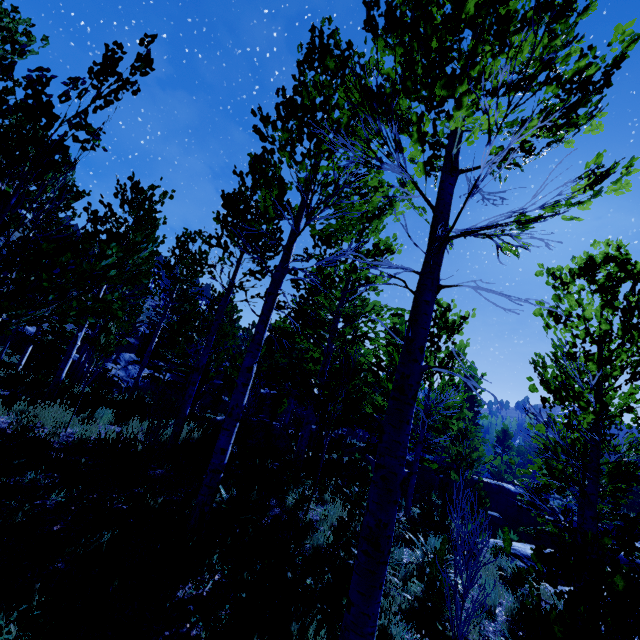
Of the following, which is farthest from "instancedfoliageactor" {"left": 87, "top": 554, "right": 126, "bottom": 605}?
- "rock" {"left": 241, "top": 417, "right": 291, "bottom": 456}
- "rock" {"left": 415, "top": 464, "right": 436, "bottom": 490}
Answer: "rock" {"left": 415, "top": 464, "right": 436, "bottom": 490}

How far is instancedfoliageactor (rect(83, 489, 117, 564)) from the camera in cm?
395

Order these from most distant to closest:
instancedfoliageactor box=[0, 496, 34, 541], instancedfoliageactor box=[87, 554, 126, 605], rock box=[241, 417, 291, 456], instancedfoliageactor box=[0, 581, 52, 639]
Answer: rock box=[241, 417, 291, 456], instancedfoliageactor box=[0, 496, 34, 541], instancedfoliageactor box=[87, 554, 126, 605], instancedfoliageactor box=[0, 581, 52, 639]

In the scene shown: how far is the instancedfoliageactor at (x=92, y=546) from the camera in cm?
395

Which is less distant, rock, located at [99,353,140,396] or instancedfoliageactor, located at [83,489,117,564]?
instancedfoliageactor, located at [83,489,117,564]

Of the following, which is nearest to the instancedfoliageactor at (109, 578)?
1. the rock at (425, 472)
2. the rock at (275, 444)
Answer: the rock at (275, 444)

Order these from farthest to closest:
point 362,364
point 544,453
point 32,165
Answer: point 362,364 → point 544,453 → point 32,165
